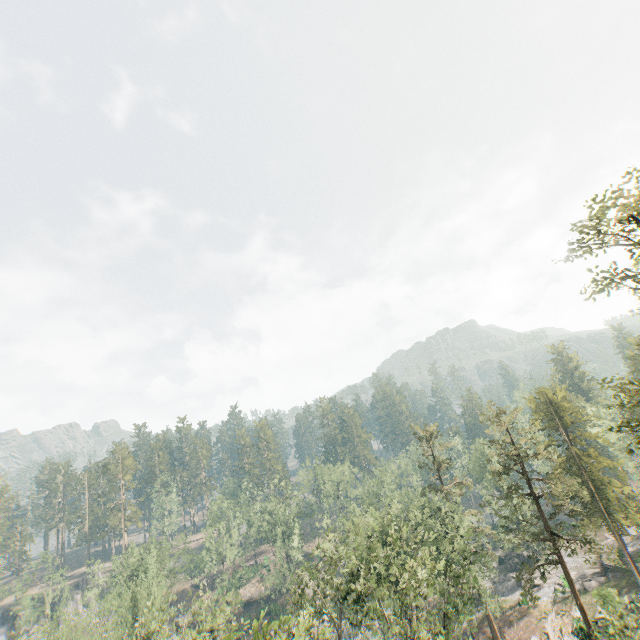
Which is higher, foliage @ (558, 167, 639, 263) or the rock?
foliage @ (558, 167, 639, 263)

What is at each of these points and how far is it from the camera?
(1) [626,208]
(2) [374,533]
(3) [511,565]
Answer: (1) foliage, 17.36m
(2) foliage, 39.50m
(3) rock, 55.91m

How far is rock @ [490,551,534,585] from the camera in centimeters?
5472cm

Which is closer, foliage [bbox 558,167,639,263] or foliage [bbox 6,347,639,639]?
foliage [bbox 558,167,639,263]

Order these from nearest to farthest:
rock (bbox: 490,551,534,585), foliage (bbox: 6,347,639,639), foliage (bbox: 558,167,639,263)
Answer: foliage (bbox: 558,167,639,263)
foliage (bbox: 6,347,639,639)
rock (bbox: 490,551,534,585)

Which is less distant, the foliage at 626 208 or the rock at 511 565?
the foliage at 626 208

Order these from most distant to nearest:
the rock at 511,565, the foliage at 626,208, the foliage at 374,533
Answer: the rock at 511,565 → the foliage at 374,533 → the foliage at 626,208

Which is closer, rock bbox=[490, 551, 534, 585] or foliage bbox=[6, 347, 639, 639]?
foliage bbox=[6, 347, 639, 639]
